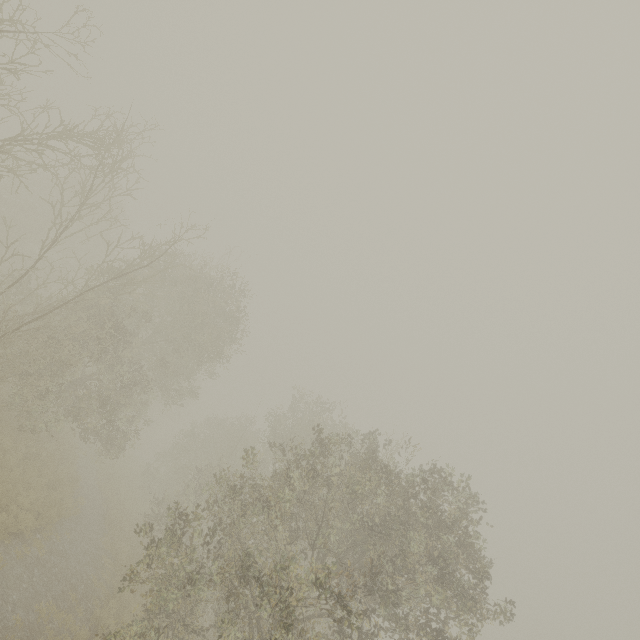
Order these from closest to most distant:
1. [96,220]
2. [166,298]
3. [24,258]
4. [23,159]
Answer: [23,159], [166,298], [24,258], [96,220]
